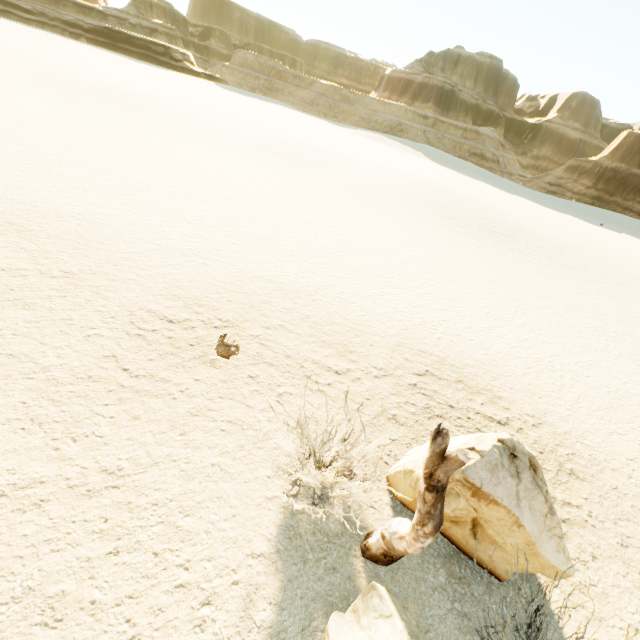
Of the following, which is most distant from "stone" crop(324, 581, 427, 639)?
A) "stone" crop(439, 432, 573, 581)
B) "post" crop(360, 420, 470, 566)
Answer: "stone" crop(439, 432, 573, 581)

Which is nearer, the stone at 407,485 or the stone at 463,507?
the stone at 463,507

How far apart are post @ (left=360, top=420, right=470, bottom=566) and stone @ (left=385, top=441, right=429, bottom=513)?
0.38m

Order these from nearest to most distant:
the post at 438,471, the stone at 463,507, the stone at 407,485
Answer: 1. the post at 438,471
2. the stone at 463,507
3. the stone at 407,485

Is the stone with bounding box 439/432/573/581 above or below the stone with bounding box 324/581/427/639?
above

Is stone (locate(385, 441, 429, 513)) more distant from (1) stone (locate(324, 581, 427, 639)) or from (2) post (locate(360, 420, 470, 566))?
(1) stone (locate(324, 581, 427, 639))

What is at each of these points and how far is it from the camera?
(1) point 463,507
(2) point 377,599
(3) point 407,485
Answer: (1) stone, 4.1m
(2) stone, 3.5m
(3) stone, 4.5m
